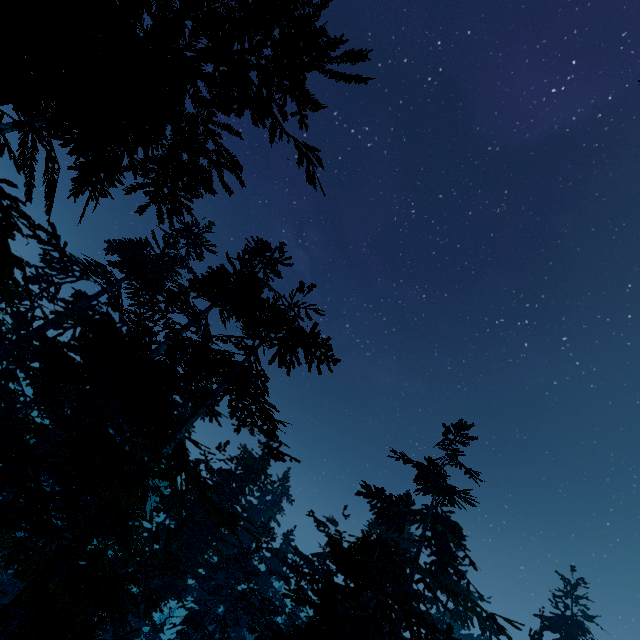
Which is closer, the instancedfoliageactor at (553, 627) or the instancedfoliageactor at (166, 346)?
the instancedfoliageactor at (166, 346)

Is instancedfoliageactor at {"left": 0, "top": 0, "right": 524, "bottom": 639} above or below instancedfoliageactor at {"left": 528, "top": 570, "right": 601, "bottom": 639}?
below

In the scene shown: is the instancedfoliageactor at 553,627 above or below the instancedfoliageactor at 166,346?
above

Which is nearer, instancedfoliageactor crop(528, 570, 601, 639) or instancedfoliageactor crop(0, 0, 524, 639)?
instancedfoliageactor crop(0, 0, 524, 639)

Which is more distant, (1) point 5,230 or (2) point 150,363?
(2) point 150,363
